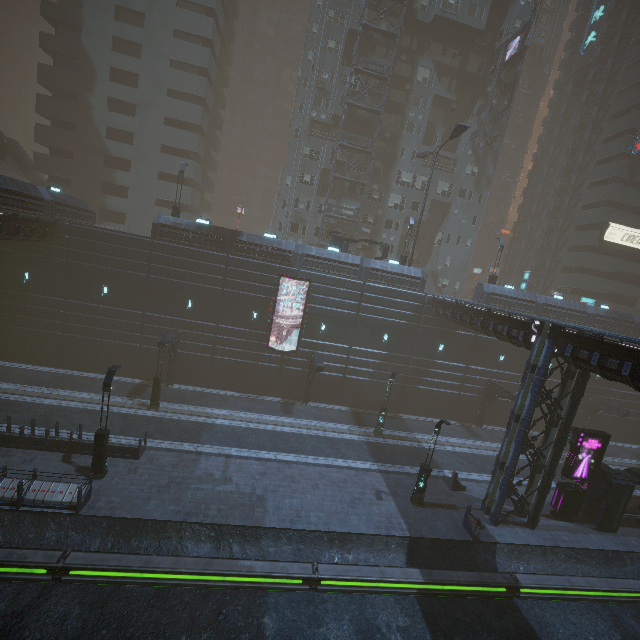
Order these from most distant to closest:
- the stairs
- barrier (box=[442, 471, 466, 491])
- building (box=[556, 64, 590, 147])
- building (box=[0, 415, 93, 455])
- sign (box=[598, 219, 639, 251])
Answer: building (box=[556, 64, 590, 147]) → sign (box=[598, 219, 639, 251]) → the stairs → barrier (box=[442, 471, 466, 491]) → building (box=[0, 415, 93, 455])

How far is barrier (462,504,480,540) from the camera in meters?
17.2

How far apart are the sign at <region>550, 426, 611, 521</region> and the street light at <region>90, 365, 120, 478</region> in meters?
26.0 m

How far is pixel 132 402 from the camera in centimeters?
2383cm

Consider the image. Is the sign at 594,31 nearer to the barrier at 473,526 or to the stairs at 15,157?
the barrier at 473,526

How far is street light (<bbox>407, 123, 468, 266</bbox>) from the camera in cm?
2641

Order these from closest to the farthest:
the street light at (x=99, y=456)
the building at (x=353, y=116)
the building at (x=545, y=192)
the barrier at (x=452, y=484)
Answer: the street light at (x=99, y=456) < the barrier at (x=452, y=484) < the building at (x=353, y=116) < the building at (x=545, y=192)

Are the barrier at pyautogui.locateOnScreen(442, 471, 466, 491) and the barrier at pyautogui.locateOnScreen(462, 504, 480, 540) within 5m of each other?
yes
